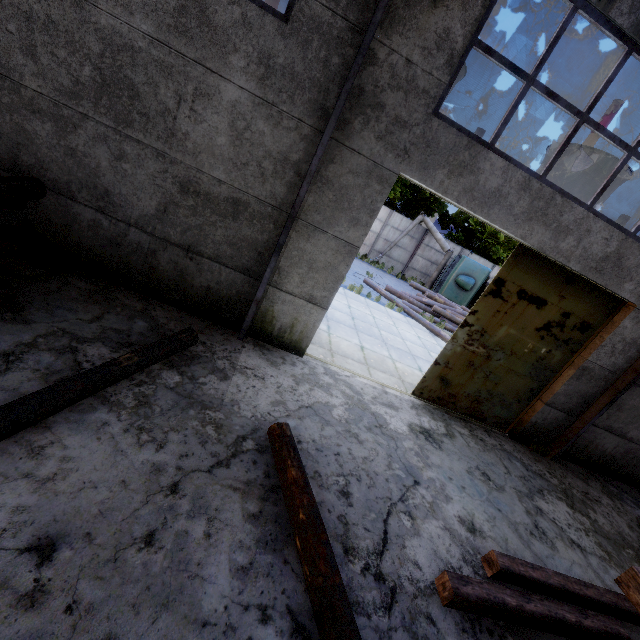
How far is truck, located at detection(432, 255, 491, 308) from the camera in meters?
19.1

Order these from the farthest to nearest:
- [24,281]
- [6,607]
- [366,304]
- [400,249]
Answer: [400,249], [366,304], [24,281], [6,607]

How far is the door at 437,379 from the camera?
6.38m

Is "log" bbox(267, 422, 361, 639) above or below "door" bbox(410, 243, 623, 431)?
below

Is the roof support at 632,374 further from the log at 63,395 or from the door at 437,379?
the log at 63,395

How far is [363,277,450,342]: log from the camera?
13.30m

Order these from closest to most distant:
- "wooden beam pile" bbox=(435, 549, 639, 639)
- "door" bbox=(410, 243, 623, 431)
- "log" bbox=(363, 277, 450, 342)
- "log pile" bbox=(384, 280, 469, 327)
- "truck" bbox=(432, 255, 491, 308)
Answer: "wooden beam pile" bbox=(435, 549, 639, 639), "door" bbox=(410, 243, 623, 431), "log" bbox=(363, 277, 450, 342), "log pile" bbox=(384, 280, 469, 327), "truck" bbox=(432, 255, 491, 308)

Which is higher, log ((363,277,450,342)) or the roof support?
the roof support
